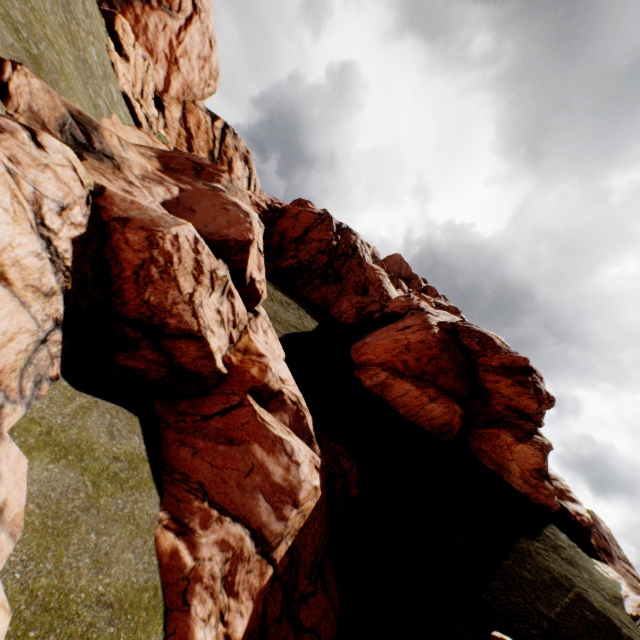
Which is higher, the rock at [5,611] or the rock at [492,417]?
the rock at [492,417]

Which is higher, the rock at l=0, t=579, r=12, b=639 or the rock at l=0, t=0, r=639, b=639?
the rock at l=0, t=0, r=639, b=639

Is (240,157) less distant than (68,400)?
No

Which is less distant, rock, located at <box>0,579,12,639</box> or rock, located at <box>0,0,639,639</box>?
rock, located at <box>0,579,12,639</box>

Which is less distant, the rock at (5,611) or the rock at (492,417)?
the rock at (5,611)
